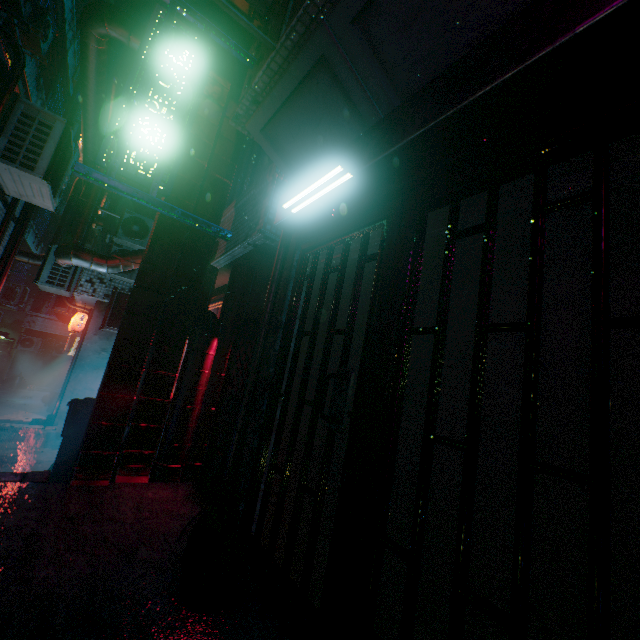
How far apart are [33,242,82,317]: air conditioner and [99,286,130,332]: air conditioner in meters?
0.8

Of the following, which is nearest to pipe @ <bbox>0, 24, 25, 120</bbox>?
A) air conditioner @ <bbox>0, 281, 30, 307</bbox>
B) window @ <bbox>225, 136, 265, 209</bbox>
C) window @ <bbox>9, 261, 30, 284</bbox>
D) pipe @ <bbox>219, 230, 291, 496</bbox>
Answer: window @ <bbox>225, 136, 265, 209</bbox>

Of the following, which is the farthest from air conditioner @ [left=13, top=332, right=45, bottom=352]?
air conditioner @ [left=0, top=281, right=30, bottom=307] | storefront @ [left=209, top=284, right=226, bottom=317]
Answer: storefront @ [left=209, top=284, right=226, bottom=317]

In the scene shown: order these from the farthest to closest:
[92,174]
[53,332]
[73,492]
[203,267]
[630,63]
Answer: [53,332], [203,267], [73,492], [92,174], [630,63]

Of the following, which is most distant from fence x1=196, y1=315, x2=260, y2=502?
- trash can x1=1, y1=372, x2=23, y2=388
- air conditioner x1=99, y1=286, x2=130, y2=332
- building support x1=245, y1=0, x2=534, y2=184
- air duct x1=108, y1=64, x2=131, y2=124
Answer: trash can x1=1, y1=372, x2=23, y2=388

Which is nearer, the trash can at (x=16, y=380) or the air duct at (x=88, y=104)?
the air duct at (x=88, y=104)

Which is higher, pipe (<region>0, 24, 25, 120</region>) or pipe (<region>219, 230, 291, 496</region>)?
pipe (<region>0, 24, 25, 120</region>)

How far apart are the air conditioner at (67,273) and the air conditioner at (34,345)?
11.64m
